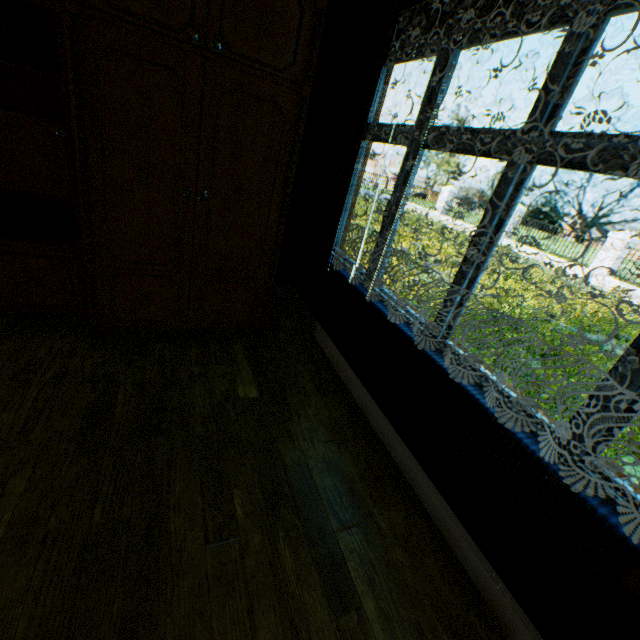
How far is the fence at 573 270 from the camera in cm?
1540

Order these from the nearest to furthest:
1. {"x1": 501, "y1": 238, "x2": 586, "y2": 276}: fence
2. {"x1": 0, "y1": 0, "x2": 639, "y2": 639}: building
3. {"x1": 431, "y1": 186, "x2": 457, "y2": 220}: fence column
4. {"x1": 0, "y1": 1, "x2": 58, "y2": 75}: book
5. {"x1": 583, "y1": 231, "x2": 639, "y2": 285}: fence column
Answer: {"x1": 0, "y1": 0, "x2": 639, "y2": 639}: building
{"x1": 0, "y1": 1, "x2": 58, "y2": 75}: book
{"x1": 583, "y1": 231, "x2": 639, "y2": 285}: fence column
{"x1": 501, "y1": 238, "x2": 586, "y2": 276}: fence
{"x1": 431, "y1": 186, "x2": 457, "y2": 220}: fence column

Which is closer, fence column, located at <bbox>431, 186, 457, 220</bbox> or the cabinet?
the cabinet

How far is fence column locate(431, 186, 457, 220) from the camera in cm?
2253

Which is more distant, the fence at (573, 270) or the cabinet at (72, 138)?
the fence at (573, 270)

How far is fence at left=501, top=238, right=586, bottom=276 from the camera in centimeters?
1540cm

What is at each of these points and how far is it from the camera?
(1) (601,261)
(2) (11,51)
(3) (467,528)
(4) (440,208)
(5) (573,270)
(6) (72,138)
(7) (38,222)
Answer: (1) fence column, 14.4m
(2) book, 1.9m
(3) building, 1.6m
(4) fence column, 23.0m
(5) fence, 15.5m
(6) cabinet, 2.1m
(7) book, 2.4m

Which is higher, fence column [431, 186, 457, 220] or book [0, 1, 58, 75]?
book [0, 1, 58, 75]
